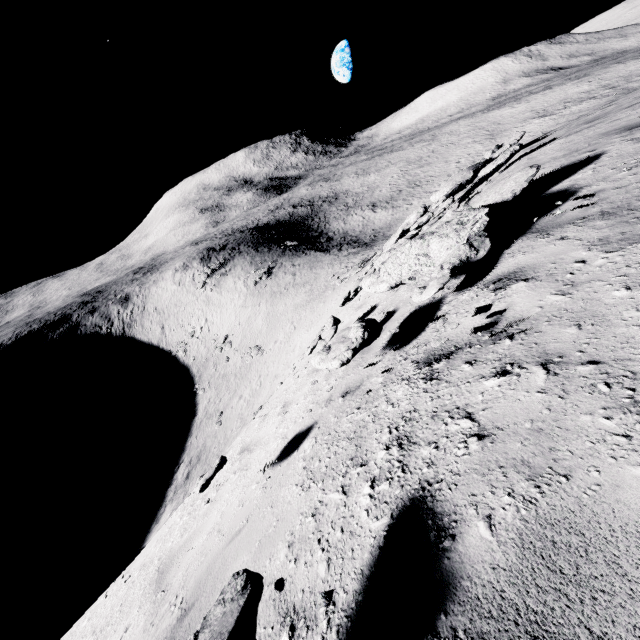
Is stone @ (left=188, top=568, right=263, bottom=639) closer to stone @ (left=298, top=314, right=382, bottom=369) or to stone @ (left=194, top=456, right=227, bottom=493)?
stone @ (left=194, top=456, right=227, bottom=493)

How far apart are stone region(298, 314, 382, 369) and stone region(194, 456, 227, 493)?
2.25m

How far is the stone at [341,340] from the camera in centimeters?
367cm

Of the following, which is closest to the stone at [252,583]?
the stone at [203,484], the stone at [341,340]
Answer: the stone at [203,484]

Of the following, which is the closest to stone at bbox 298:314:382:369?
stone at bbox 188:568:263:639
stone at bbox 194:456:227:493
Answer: stone at bbox 194:456:227:493

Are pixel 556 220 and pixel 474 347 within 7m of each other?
yes
